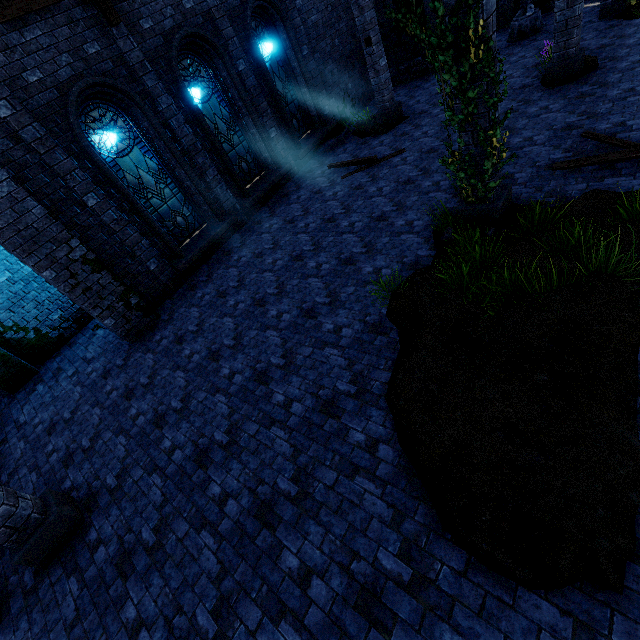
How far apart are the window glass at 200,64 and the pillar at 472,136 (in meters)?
7.34

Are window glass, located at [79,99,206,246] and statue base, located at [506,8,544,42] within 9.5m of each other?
no

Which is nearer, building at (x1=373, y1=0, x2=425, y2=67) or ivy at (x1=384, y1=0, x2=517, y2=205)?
ivy at (x1=384, y1=0, x2=517, y2=205)

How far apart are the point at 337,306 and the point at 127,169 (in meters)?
6.78

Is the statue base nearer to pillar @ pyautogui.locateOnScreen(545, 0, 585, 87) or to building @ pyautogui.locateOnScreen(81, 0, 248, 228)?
building @ pyautogui.locateOnScreen(81, 0, 248, 228)

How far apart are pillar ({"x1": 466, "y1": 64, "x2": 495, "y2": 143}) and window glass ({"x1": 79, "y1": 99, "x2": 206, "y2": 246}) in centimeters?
735cm

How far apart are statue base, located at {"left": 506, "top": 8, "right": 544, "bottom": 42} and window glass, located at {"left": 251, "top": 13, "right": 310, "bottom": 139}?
8.0m

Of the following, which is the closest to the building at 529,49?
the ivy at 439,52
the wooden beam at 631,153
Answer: the ivy at 439,52
